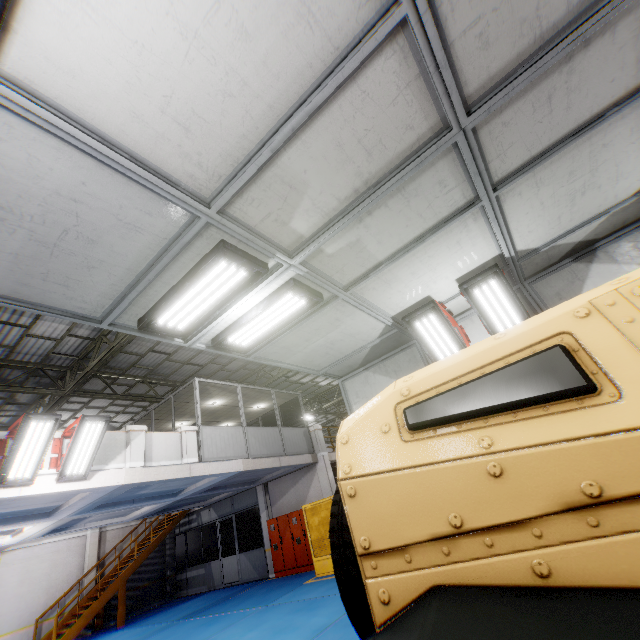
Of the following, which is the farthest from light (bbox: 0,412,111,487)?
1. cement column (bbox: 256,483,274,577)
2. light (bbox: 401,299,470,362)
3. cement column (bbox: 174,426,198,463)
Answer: cement column (bbox: 256,483,274,577)

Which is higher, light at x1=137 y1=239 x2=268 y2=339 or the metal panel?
light at x1=137 y1=239 x2=268 y2=339

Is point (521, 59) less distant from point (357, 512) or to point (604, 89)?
point (604, 89)

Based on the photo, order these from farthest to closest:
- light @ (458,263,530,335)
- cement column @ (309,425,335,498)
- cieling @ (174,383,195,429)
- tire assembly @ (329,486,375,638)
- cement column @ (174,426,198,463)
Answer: cement column @ (309,425,335,498)
cieling @ (174,383,195,429)
cement column @ (174,426,198,463)
light @ (458,263,530,335)
tire assembly @ (329,486,375,638)

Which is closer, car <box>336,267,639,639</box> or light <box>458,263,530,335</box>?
car <box>336,267,639,639</box>

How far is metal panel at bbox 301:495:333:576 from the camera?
11.2m

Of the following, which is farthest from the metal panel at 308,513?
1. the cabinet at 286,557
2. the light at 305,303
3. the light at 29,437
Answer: the light at 29,437

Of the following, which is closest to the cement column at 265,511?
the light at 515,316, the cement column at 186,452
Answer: the cement column at 186,452
